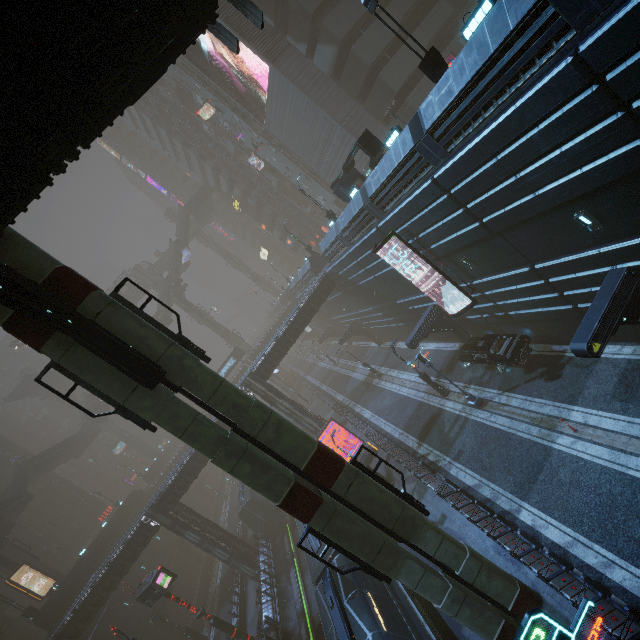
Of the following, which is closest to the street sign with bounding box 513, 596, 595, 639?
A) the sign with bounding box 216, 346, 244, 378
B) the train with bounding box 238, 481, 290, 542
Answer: the train with bounding box 238, 481, 290, 542

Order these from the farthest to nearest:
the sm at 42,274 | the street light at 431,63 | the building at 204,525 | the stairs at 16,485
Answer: the stairs at 16,485, the building at 204,525, the street light at 431,63, the sm at 42,274

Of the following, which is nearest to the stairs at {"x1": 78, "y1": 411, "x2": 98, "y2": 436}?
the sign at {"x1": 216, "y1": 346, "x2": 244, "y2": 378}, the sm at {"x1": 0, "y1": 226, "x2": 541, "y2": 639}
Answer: the sm at {"x1": 0, "y1": 226, "x2": 541, "y2": 639}

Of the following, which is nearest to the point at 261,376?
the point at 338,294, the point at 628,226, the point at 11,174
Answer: the point at 338,294

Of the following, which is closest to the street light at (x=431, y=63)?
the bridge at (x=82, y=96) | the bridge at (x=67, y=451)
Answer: the bridge at (x=82, y=96)

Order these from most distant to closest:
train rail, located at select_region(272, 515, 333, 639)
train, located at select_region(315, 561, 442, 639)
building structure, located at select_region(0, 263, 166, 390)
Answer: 1. train rail, located at select_region(272, 515, 333, 639)
2. train, located at select_region(315, 561, 442, 639)
3. building structure, located at select_region(0, 263, 166, 390)

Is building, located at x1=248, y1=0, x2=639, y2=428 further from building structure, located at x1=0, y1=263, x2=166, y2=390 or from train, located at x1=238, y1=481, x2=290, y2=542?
building structure, located at x1=0, y1=263, x2=166, y2=390

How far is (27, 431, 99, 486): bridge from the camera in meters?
45.2
